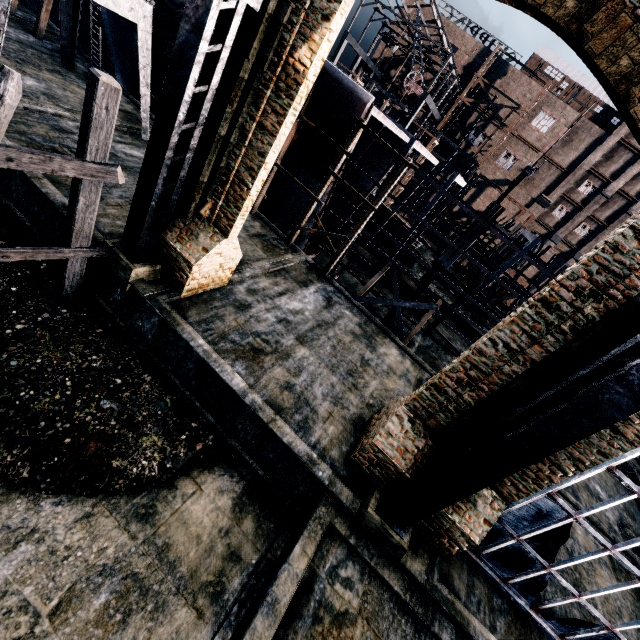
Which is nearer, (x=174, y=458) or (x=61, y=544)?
(x=61, y=544)

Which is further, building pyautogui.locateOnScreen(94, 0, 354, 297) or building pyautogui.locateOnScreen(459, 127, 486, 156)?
building pyautogui.locateOnScreen(459, 127, 486, 156)

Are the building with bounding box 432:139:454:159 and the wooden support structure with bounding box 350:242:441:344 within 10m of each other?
no

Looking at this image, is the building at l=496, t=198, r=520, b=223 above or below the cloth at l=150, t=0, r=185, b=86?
above

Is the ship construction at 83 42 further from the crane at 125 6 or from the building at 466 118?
the building at 466 118

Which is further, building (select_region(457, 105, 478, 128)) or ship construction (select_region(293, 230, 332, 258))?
building (select_region(457, 105, 478, 128))

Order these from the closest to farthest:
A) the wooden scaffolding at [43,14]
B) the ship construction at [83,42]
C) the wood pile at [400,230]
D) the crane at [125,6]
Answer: the crane at [125,6] < the wooden scaffolding at [43,14] < the ship construction at [83,42] < the wood pile at [400,230]

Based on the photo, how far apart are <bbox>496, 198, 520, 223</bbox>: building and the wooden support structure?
41.9 meters
